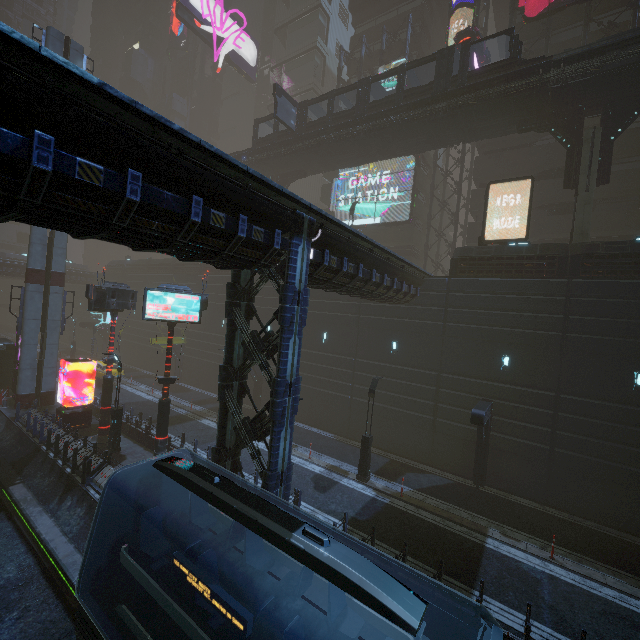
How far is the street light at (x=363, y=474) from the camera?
17.4 meters

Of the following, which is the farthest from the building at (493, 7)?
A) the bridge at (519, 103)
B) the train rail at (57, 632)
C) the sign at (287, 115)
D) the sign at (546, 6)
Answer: the sign at (287, 115)

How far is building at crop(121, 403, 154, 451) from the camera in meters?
19.0

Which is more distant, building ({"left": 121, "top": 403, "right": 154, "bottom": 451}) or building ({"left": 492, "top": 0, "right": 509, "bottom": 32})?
building ({"left": 492, "top": 0, "right": 509, "bottom": 32})

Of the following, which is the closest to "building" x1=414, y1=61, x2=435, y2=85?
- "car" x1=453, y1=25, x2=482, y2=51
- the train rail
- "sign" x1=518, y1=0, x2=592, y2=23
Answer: the train rail

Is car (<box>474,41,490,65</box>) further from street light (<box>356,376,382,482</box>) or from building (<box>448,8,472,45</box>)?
street light (<box>356,376,382,482</box>)

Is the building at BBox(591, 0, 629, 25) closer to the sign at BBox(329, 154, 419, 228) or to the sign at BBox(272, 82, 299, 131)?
the sign at BBox(329, 154, 419, 228)

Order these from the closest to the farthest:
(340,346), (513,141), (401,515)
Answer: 1. (401,515)
2. (340,346)
3. (513,141)
